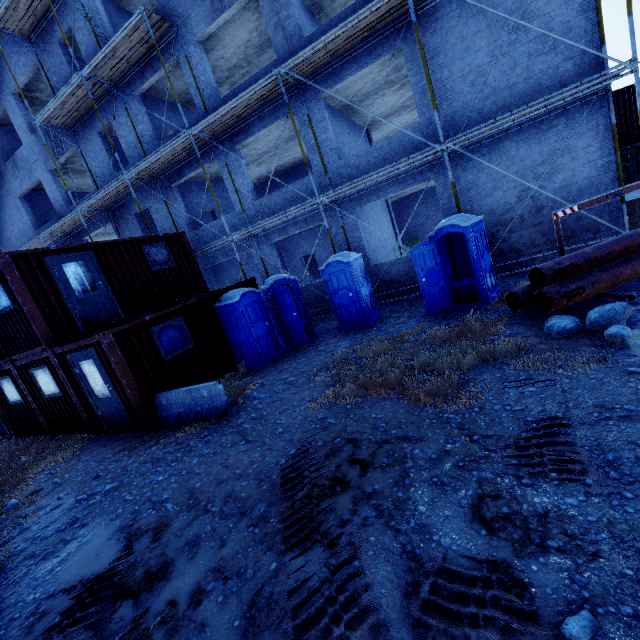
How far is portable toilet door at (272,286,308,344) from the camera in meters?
10.0

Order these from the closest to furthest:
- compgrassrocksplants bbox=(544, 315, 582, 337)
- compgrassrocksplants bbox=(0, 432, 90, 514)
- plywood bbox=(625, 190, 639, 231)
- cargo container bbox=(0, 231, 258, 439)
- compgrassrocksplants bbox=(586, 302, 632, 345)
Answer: compgrassrocksplants bbox=(586, 302, 632, 345) → compgrassrocksplants bbox=(544, 315, 582, 337) → compgrassrocksplants bbox=(0, 432, 90, 514) → cargo container bbox=(0, 231, 258, 439) → plywood bbox=(625, 190, 639, 231)

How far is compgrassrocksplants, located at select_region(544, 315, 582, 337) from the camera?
5.5 meters

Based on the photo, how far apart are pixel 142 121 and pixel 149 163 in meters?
3.2

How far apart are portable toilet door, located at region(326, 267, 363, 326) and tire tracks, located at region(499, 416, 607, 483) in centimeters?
651cm

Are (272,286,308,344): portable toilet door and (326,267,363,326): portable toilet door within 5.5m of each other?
yes

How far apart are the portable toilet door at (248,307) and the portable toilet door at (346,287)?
2.2 meters

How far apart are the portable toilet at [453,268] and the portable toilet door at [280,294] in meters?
4.2 m
